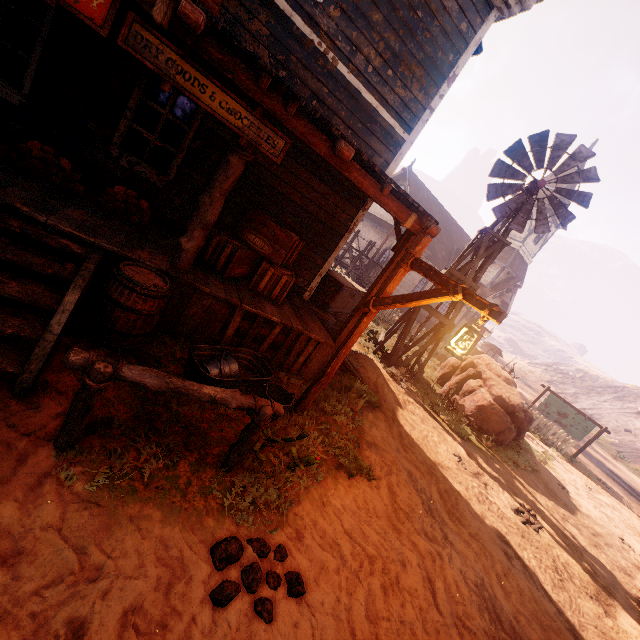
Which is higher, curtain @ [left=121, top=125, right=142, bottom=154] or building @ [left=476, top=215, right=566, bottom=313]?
building @ [left=476, top=215, right=566, bottom=313]

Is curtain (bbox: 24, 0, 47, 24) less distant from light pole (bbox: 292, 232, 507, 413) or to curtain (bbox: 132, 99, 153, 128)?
curtain (bbox: 132, 99, 153, 128)

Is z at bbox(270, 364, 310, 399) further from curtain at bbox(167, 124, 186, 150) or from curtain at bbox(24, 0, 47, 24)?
curtain at bbox(167, 124, 186, 150)

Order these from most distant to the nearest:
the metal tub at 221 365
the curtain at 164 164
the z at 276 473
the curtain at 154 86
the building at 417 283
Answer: the building at 417 283 < the curtain at 164 164 < the curtain at 154 86 < the metal tub at 221 365 < the z at 276 473

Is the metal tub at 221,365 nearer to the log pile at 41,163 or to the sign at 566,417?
the log pile at 41,163

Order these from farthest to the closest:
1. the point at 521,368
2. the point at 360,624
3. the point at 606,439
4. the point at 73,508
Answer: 1. the point at 521,368
2. the point at 606,439
3. the point at 360,624
4. the point at 73,508

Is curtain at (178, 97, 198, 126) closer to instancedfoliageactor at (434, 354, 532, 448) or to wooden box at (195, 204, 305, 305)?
wooden box at (195, 204, 305, 305)

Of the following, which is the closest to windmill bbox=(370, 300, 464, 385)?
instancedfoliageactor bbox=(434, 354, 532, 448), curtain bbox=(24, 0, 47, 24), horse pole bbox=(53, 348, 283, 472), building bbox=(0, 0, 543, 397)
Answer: instancedfoliageactor bbox=(434, 354, 532, 448)
